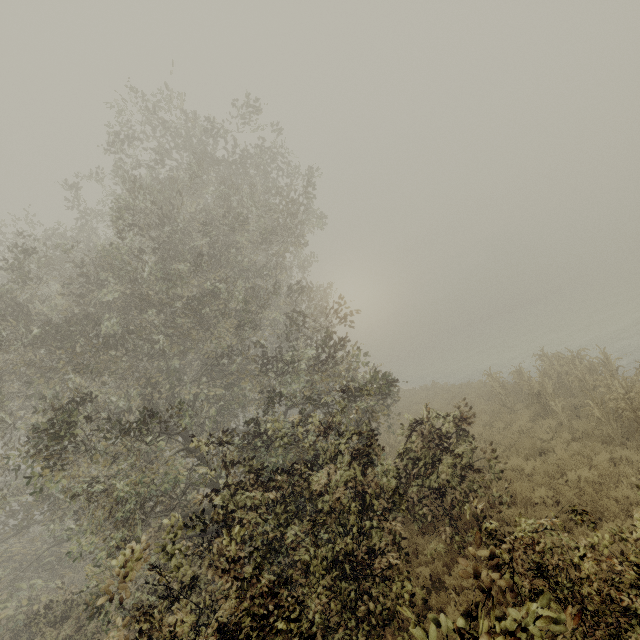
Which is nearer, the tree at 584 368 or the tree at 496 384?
the tree at 584 368

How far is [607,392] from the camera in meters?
10.7 m

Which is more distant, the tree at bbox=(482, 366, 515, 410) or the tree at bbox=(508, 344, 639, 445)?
the tree at bbox=(482, 366, 515, 410)

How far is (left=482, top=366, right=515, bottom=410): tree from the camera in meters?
15.6 m

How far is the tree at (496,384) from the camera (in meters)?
15.60
